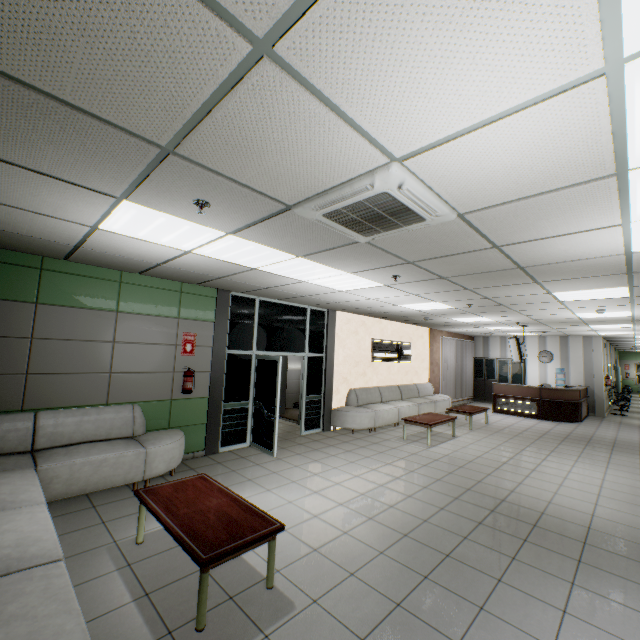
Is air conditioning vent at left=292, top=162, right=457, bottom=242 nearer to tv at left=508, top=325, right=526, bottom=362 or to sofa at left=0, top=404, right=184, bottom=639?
sofa at left=0, top=404, right=184, bottom=639

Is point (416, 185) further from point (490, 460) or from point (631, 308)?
A: point (631, 308)

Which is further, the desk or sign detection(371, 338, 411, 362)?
the desk

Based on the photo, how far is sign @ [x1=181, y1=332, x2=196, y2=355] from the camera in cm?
602

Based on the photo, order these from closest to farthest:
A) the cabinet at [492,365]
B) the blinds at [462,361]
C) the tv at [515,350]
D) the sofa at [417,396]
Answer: the sofa at [417,396], the tv at [515,350], the blinds at [462,361], the cabinet at [492,365]

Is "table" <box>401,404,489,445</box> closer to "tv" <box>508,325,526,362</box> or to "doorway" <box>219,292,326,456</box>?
"doorway" <box>219,292,326,456</box>

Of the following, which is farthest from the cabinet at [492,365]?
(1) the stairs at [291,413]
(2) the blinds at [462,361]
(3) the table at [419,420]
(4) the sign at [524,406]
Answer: (3) the table at [419,420]

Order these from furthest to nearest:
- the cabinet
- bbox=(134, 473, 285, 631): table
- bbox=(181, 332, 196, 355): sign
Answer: the cabinet, bbox=(181, 332, 196, 355): sign, bbox=(134, 473, 285, 631): table
